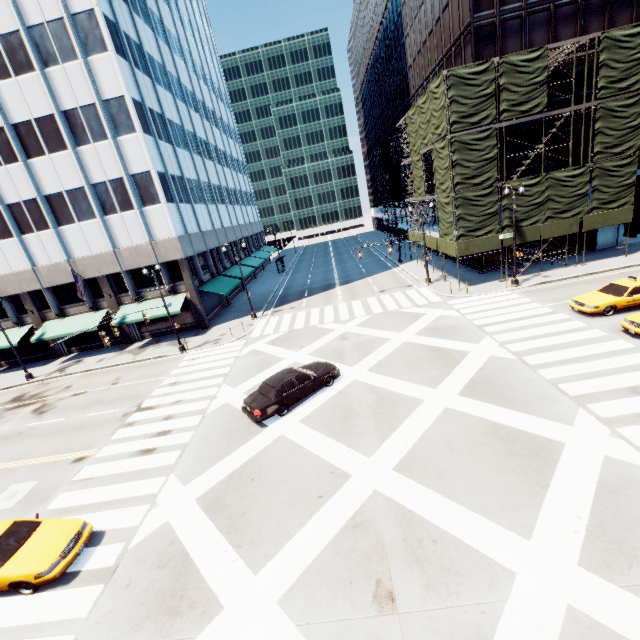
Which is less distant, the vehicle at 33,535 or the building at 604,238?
the vehicle at 33,535

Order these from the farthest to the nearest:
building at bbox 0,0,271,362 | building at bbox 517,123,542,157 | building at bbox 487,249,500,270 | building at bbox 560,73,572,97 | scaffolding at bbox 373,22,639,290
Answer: building at bbox 487,249,500,270 → building at bbox 517,123,542,157 → building at bbox 560,73,572,97 → building at bbox 0,0,271,362 → scaffolding at bbox 373,22,639,290

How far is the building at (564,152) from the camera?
26.65m

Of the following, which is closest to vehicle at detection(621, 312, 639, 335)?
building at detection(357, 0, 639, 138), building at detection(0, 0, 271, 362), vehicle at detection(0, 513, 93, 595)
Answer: building at detection(357, 0, 639, 138)

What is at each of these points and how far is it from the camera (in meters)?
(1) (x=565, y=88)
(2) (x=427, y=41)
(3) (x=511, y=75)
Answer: (1) building, 25.44
(2) building, 32.44
(3) scaffolding, 21.95

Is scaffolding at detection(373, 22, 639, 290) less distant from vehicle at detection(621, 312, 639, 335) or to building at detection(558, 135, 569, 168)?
building at detection(558, 135, 569, 168)

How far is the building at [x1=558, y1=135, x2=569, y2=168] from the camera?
26.7m

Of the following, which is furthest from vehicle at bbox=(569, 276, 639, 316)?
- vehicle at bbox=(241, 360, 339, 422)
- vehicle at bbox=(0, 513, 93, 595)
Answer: vehicle at bbox=(0, 513, 93, 595)
